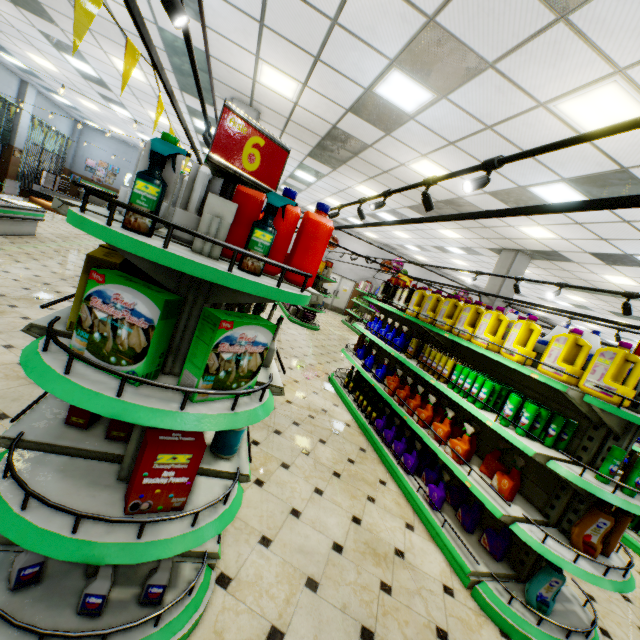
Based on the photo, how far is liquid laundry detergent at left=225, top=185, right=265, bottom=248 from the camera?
1.7 meters

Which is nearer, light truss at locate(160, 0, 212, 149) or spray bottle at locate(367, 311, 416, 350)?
light truss at locate(160, 0, 212, 149)

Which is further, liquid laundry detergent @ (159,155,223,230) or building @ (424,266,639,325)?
building @ (424,266,639,325)

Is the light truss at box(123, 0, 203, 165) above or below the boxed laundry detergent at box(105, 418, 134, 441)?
above

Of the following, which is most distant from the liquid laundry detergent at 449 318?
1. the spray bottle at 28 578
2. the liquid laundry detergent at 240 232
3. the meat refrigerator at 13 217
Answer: the meat refrigerator at 13 217

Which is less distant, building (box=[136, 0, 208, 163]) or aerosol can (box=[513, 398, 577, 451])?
aerosol can (box=[513, 398, 577, 451])

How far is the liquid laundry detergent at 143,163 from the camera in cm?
156

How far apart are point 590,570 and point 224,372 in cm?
306
